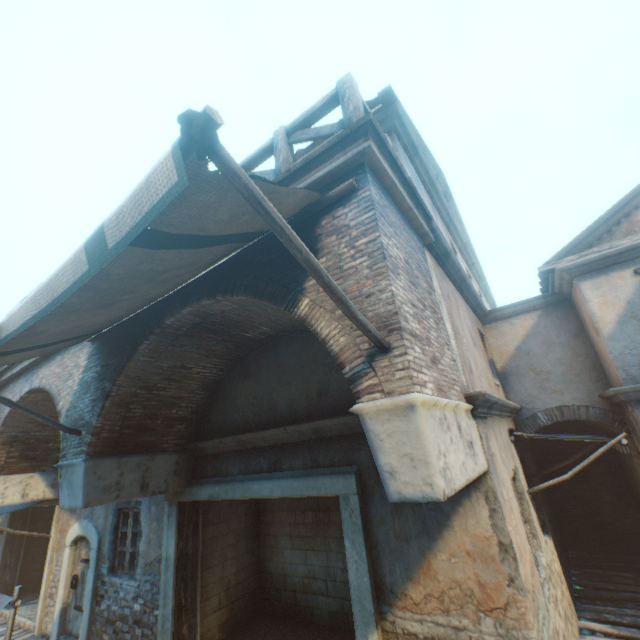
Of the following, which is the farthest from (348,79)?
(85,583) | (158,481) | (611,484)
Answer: (611,484)

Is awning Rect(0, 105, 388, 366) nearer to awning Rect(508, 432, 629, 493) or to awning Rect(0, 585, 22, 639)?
awning Rect(0, 585, 22, 639)

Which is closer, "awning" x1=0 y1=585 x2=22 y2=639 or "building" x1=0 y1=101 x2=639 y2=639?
"building" x1=0 y1=101 x2=639 y2=639

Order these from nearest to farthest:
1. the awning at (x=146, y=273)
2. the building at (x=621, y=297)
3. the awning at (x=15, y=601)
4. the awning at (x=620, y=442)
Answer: the awning at (x=146, y=273), the building at (x=621, y=297), the awning at (x=15, y=601), the awning at (x=620, y=442)

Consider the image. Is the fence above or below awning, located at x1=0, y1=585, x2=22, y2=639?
above

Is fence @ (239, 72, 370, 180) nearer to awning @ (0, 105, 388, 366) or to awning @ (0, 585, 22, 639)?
awning @ (0, 105, 388, 366)

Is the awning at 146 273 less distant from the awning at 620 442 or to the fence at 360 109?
the fence at 360 109

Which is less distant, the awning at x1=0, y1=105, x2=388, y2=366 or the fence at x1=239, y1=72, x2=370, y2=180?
the awning at x1=0, y1=105, x2=388, y2=366
